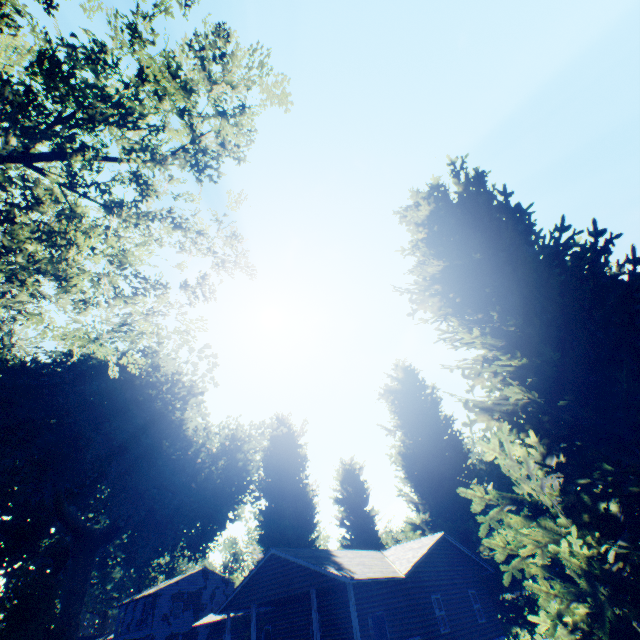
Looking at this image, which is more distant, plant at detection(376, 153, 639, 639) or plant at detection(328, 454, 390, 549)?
plant at detection(328, 454, 390, 549)

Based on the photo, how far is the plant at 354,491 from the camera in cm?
3306

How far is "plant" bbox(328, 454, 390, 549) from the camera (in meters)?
33.06

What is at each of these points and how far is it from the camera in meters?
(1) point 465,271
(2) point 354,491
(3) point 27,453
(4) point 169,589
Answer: (1) plant, 9.5
(2) plant, 37.9
(3) plant, 22.9
(4) house, 37.0

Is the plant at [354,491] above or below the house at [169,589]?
above

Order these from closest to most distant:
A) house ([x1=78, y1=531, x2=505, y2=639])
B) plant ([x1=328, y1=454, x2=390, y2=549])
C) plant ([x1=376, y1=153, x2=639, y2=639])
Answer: plant ([x1=376, y1=153, x2=639, y2=639]) → house ([x1=78, y1=531, x2=505, y2=639]) → plant ([x1=328, y1=454, x2=390, y2=549])

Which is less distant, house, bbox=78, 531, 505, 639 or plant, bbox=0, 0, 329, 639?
plant, bbox=0, 0, 329, 639

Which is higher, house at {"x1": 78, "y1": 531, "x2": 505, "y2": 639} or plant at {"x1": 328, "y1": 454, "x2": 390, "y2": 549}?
plant at {"x1": 328, "y1": 454, "x2": 390, "y2": 549}
